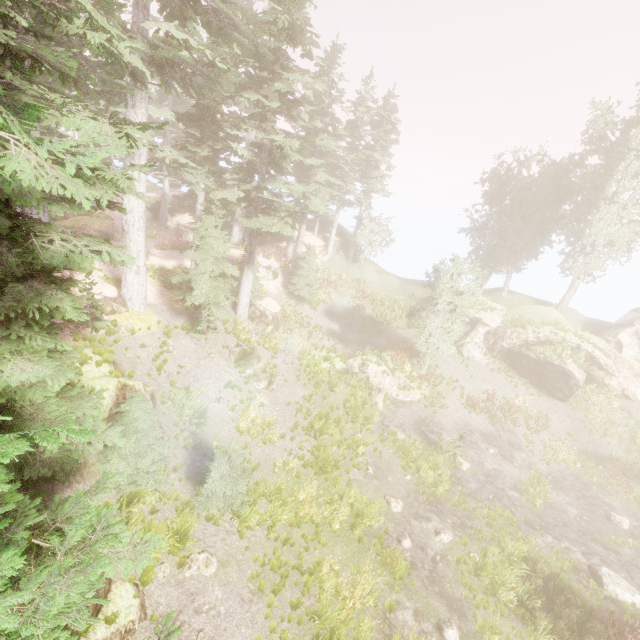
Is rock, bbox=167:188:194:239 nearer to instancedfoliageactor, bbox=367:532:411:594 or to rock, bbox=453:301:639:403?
instancedfoliageactor, bbox=367:532:411:594

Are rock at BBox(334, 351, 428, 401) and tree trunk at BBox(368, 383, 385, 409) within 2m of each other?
yes

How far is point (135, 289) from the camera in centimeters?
1556cm

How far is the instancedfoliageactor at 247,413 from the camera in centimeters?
1473cm

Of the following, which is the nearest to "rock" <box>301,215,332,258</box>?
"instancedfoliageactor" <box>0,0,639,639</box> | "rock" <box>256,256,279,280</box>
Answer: "instancedfoliageactor" <box>0,0,639,639</box>

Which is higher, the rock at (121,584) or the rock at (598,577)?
the rock at (121,584)

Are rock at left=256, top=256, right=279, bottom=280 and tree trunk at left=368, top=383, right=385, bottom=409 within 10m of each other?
no

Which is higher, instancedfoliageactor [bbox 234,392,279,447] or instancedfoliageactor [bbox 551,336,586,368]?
instancedfoliageactor [bbox 551,336,586,368]
